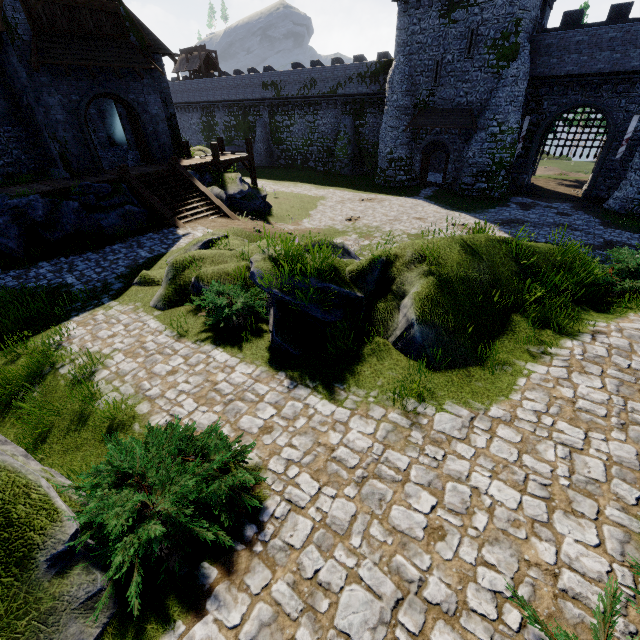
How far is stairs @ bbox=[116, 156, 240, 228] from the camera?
16.3m

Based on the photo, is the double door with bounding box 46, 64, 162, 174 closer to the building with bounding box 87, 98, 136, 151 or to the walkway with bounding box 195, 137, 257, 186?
the building with bounding box 87, 98, 136, 151

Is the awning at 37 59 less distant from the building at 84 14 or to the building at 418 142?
the building at 84 14

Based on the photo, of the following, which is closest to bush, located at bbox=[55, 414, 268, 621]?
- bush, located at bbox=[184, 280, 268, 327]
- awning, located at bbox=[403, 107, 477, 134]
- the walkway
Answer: bush, located at bbox=[184, 280, 268, 327]

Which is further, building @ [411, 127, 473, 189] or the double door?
building @ [411, 127, 473, 189]

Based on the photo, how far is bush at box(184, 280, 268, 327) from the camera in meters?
7.8 m

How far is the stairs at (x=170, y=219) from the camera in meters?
16.3 m

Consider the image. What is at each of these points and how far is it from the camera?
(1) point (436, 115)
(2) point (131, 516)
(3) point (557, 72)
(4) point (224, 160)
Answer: (1) awning, 27.6 meters
(2) bush, 3.8 meters
(3) building, 24.4 meters
(4) walkway, 21.2 meters
